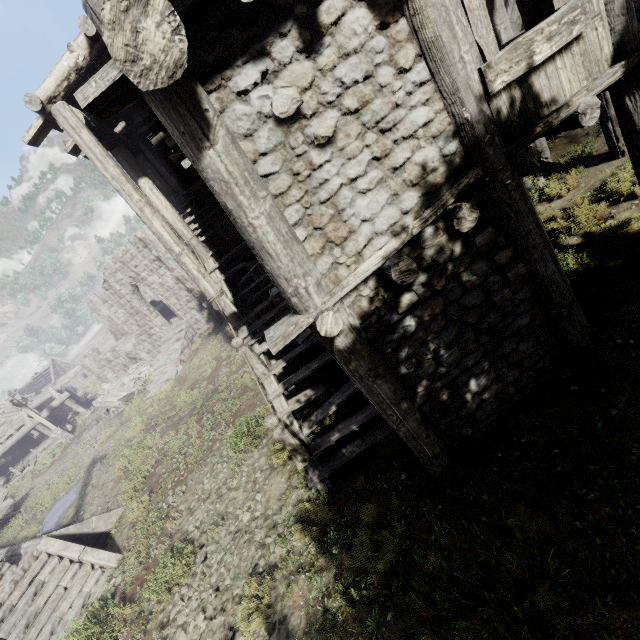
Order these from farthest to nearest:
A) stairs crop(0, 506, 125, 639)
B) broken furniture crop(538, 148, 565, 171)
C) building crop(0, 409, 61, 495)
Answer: building crop(0, 409, 61, 495), broken furniture crop(538, 148, 565, 171), stairs crop(0, 506, 125, 639)

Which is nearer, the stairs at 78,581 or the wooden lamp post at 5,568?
the stairs at 78,581

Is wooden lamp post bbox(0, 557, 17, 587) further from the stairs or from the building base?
the stairs

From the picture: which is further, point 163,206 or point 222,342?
point 222,342

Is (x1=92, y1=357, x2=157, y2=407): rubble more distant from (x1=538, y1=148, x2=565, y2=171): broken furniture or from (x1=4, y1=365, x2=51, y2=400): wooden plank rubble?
(x1=4, y1=365, x2=51, y2=400): wooden plank rubble

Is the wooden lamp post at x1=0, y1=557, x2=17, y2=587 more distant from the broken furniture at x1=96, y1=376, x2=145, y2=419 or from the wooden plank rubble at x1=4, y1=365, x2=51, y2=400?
the wooden plank rubble at x1=4, y1=365, x2=51, y2=400

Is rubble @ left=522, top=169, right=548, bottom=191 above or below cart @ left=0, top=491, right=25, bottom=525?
above

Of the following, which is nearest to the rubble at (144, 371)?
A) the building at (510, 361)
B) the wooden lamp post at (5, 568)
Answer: the building at (510, 361)
